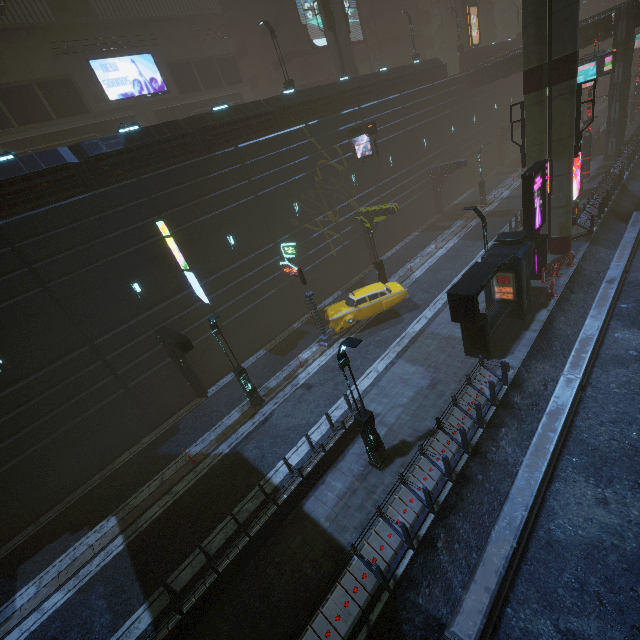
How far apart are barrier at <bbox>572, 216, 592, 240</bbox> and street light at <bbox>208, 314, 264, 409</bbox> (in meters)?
21.48

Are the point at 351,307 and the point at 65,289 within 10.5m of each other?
no

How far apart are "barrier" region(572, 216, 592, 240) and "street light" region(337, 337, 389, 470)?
19.1m

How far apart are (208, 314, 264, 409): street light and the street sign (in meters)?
4.92

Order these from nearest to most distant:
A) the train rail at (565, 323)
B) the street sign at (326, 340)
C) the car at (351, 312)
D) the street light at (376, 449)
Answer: the train rail at (565, 323) → the street light at (376, 449) → the street sign at (326, 340) → the car at (351, 312)

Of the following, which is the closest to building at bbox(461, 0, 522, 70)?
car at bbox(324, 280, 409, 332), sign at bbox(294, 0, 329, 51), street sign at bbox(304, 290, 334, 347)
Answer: sign at bbox(294, 0, 329, 51)

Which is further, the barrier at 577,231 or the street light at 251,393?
the barrier at 577,231

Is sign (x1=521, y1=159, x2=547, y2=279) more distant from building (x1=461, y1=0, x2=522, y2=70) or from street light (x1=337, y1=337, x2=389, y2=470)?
street light (x1=337, y1=337, x2=389, y2=470)
